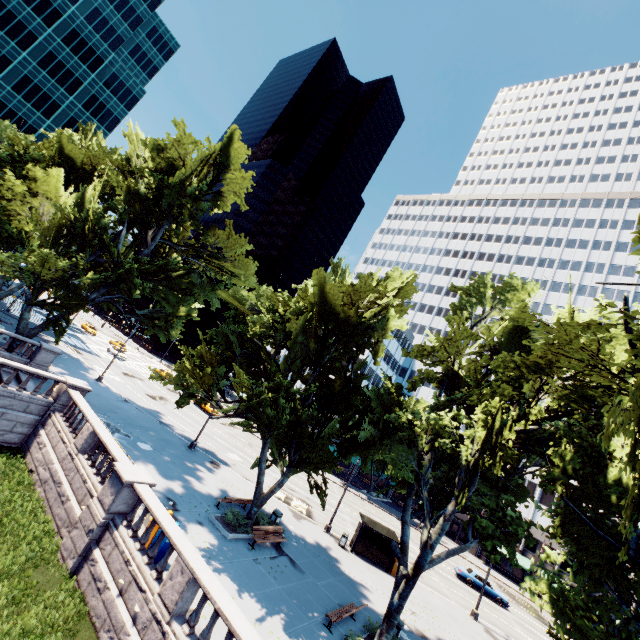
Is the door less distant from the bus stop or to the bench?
the bus stop

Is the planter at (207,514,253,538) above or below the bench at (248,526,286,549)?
below

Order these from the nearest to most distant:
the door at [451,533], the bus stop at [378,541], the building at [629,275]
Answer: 1. the bus stop at [378,541]
2. the door at [451,533]
3. the building at [629,275]

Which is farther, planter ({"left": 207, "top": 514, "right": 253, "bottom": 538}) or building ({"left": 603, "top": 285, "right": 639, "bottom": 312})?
building ({"left": 603, "top": 285, "right": 639, "bottom": 312})

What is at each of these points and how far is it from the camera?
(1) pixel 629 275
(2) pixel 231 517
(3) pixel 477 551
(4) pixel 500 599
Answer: (1) building, 59.41m
(2) bush, 18.64m
(3) building, 51.34m
(4) vehicle, 32.44m

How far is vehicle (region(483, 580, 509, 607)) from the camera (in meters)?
32.28

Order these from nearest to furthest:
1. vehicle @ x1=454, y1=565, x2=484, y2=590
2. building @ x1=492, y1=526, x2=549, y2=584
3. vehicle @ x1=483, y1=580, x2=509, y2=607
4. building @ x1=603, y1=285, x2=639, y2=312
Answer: vehicle @ x1=483, y1=580, x2=509, y2=607
vehicle @ x1=454, y1=565, x2=484, y2=590
building @ x1=492, y1=526, x2=549, y2=584
building @ x1=603, y1=285, x2=639, y2=312

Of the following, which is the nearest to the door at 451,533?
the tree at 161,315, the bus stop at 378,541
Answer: the tree at 161,315
